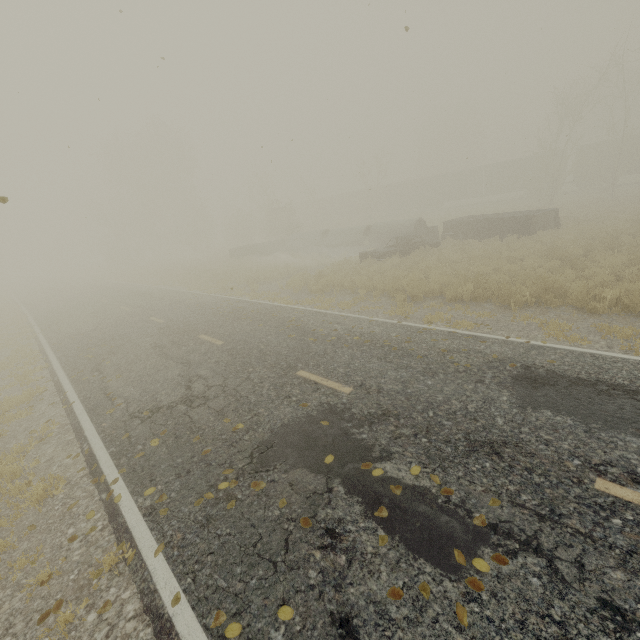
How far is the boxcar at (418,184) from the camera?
39.9 meters

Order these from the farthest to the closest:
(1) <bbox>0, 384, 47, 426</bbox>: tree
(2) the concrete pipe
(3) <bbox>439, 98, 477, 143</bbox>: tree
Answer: (3) <bbox>439, 98, 477, 143</bbox>: tree
(2) the concrete pipe
(1) <bbox>0, 384, 47, 426</bbox>: tree

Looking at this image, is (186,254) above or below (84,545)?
above

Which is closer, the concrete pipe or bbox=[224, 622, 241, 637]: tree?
bbox=[224, 622, 241, 637]: tree

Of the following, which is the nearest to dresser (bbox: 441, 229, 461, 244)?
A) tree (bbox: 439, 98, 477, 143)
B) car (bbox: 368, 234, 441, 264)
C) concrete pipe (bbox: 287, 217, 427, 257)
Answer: concrete pipe (bbox: 287, 217, 427, 257)

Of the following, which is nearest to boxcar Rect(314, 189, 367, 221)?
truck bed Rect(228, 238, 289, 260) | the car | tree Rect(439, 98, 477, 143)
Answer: tree Rect(439, 98, 477, 143)

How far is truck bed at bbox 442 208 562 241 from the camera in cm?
1809
